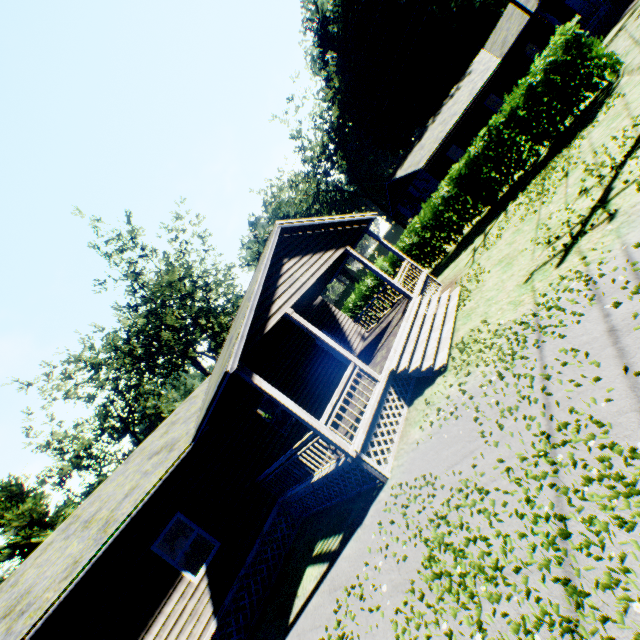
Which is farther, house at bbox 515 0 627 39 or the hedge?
house at bbox 515 0 627 39

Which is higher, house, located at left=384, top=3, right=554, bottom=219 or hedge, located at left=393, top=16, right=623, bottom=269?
house, located at left=384, top=3, right=554, bottom=219

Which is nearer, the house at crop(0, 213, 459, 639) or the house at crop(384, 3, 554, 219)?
the house at crop(0, 213, 459, 639)

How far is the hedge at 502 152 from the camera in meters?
12.1 m

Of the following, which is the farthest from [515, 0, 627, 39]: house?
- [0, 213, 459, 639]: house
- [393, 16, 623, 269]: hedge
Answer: [0, 213, 459, 639]: house

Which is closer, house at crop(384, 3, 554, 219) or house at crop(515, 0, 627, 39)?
house at crop(515, 0, 627, 39)

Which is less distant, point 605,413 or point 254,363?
point 605,413

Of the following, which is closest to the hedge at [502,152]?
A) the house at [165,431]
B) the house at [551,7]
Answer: the house at [165,431]
